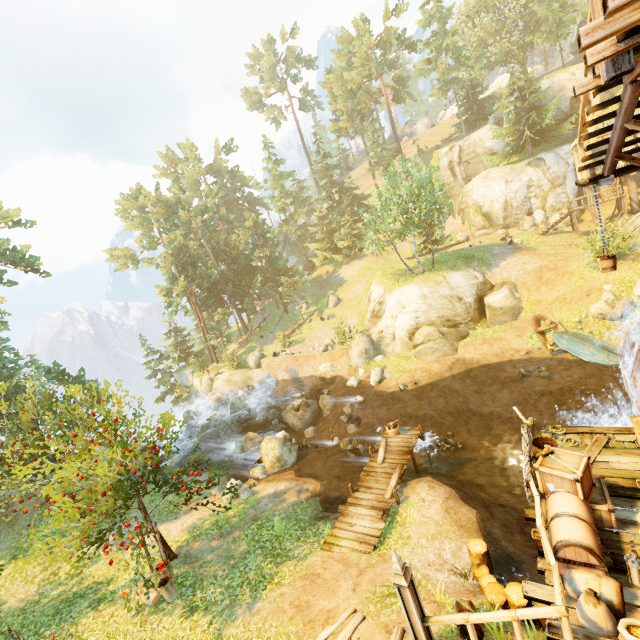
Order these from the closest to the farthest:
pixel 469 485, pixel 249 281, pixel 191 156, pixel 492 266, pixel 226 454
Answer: pixel 469 485 < pixel 226 454 < pixel 492 266 < pixel 249 281 < pixel 191 156

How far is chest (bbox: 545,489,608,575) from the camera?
5.7m

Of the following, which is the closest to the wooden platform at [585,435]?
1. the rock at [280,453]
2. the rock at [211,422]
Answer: the rock at [280,453]

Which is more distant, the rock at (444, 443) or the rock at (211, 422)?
the rock at (211, 422)

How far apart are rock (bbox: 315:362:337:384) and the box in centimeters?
2067cm

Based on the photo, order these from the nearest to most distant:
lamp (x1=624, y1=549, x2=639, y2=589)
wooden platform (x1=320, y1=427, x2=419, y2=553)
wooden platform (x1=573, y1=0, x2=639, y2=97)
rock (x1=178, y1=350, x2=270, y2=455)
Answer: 1. wooden platform (x1=573, y1=0, x2=639, y2=97)
2. lamp (x1=624, y1=549, x2=639, y2=589)
3. wooden platform (x1=320, y1=427, x2=419, y2=553)
4. rock (x1=178, y1=350, x2=270, y2=455)

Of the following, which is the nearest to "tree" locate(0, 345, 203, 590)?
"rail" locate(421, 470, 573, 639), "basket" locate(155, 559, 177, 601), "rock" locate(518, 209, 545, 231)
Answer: "basket" locate(155, 559, 177, 601)

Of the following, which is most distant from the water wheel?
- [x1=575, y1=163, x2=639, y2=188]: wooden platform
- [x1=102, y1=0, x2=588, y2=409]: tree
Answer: [x1=102, y1=0, x2=588, y2=409]: tree
